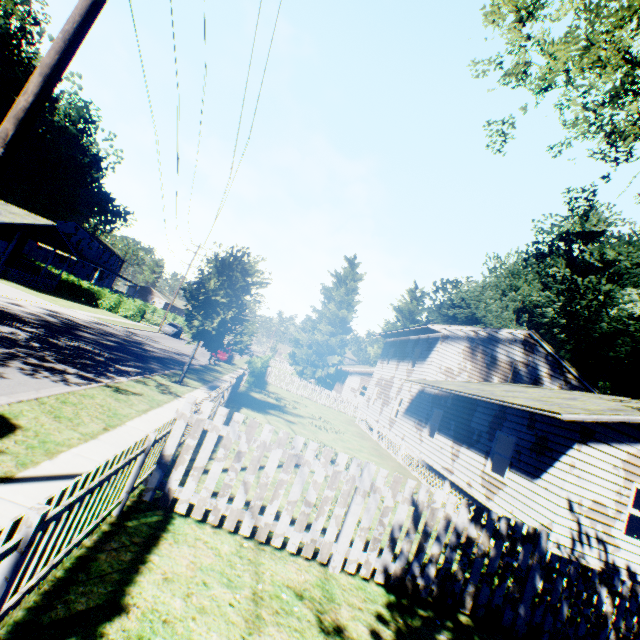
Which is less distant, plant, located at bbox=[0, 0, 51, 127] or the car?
the car

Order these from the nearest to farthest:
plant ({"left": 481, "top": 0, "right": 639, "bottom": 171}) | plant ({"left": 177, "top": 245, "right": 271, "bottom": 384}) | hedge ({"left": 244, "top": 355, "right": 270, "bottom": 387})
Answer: plant ({"left": 481, "top": 0, "right": 639, "bottom": 171}) → plant ({"left": 177, "top": 245, "right": 271, "bottom": 384}) → hedge ({"left": 244, "top": 355, "right": 270, "bottom": 387})

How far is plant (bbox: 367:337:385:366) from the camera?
48.0 meters

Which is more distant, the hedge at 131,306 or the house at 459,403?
the hedge at 131,306

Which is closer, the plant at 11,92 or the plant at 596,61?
the plant at 596,61

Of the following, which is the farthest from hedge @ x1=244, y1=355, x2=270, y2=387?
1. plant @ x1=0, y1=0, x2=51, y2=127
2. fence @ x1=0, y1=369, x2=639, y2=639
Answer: fence @ x1=0, y1=369, x2=639, y2=639

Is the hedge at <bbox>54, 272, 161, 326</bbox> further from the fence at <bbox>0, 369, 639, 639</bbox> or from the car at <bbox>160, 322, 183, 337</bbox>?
the fence at <bbox>0, 369, 639, 639</bbox>

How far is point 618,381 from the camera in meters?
32.2
